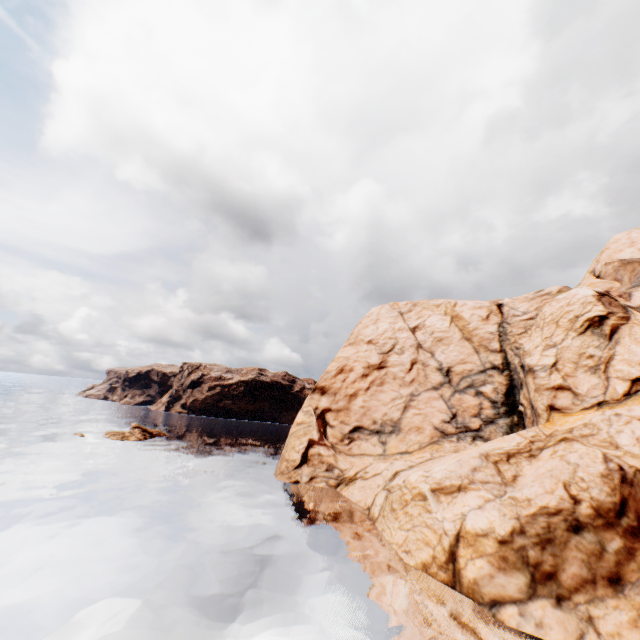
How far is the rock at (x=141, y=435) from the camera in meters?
49.1

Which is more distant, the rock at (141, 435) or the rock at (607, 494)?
the rock at (141, 435)

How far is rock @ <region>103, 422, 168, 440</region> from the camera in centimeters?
4909cm

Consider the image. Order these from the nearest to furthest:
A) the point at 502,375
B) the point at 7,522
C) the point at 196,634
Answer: the point at 196,634 < the point at 7,522 < the point at 502,375

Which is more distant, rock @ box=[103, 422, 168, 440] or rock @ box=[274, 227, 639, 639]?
rock @ box=[103, 422, 168, 440]
